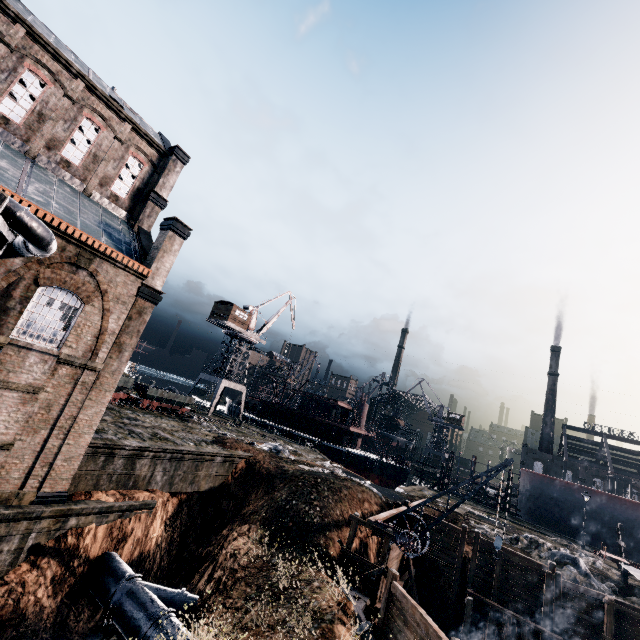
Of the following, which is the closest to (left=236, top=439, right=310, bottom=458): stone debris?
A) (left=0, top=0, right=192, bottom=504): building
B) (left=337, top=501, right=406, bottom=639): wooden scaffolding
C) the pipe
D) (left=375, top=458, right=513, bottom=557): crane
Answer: (left=337, top=501, right=406, bottom=639): wooden scaffolding

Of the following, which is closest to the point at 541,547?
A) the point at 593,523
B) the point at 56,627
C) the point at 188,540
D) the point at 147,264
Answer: the point at 593,523

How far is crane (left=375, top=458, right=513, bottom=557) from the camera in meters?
18.0 m

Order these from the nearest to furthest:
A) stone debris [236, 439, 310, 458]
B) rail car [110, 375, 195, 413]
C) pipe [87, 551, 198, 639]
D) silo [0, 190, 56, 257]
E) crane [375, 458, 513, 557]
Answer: silo [0, 190, 56, 257] → pipe [87, 551, 198, 639] → crane [375, 458, 513, 557] → stone debris [236, 439, 310, 458] → rail car [110, 375, 195, 413]

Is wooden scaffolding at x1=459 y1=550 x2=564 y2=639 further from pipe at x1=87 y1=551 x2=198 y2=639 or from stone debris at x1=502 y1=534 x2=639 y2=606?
pipe at x1=87 y1=551 x2=198 y2=639

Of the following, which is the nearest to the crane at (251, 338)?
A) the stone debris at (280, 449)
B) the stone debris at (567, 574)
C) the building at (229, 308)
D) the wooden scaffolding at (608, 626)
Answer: the building at (229, 308)

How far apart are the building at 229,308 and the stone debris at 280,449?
23.3 meters

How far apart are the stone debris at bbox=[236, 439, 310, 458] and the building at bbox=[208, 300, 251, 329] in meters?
23.3
